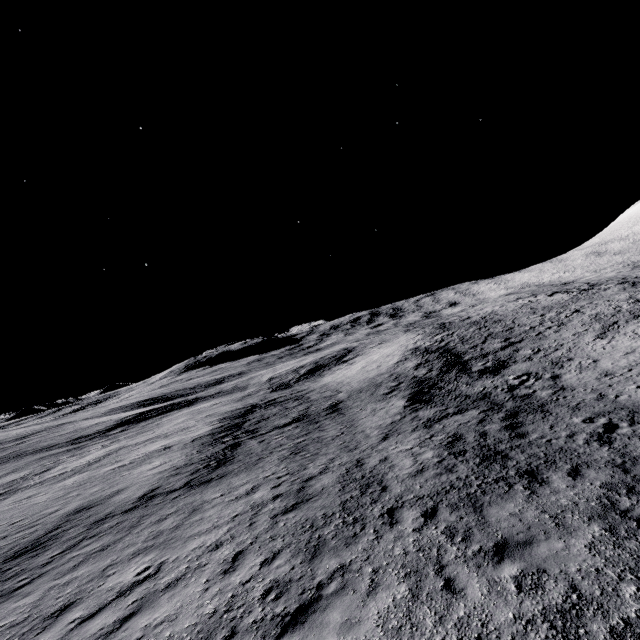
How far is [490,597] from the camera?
5.4 meters
